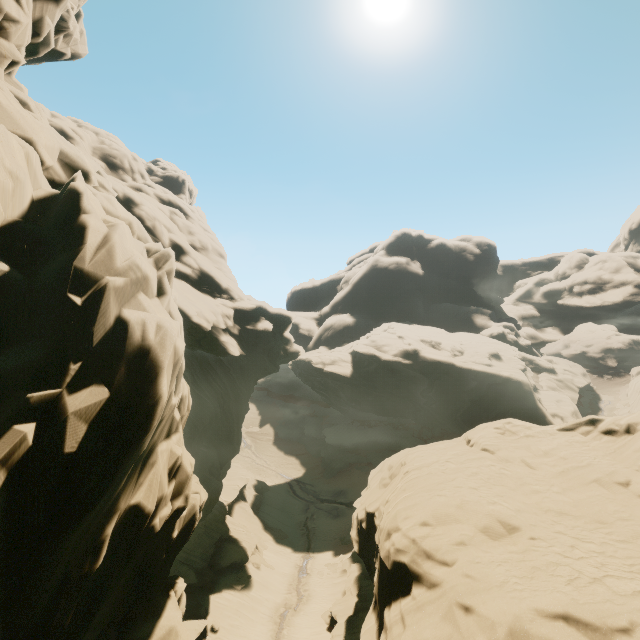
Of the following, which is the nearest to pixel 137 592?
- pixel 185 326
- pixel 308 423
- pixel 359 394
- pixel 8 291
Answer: pixel 8 291
